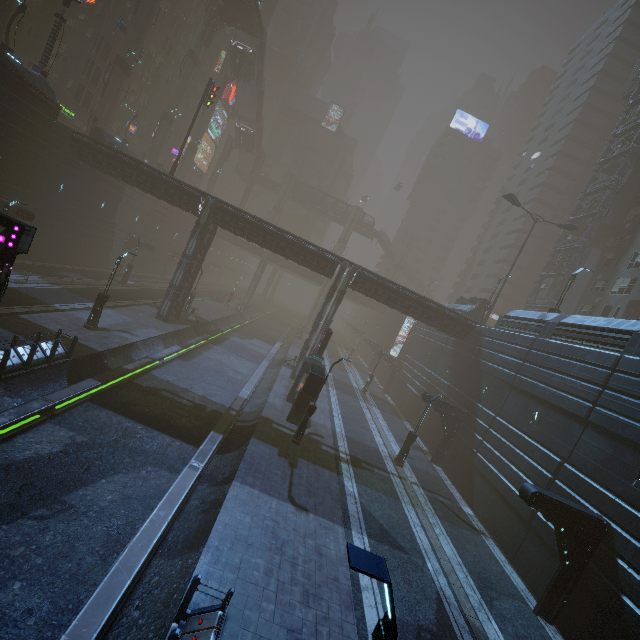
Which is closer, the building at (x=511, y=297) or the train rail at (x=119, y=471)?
the train rail at (x=119, y=471)

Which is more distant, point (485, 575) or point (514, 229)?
point (514, 229)

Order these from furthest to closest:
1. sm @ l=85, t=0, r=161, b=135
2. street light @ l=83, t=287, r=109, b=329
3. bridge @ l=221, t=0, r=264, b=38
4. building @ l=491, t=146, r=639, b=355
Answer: bridge @ l=221, t=0, r=264, b=38, sm @ l=85, t=0, r=161, b=135, street light @ l=83, t=287, r=109, b=329, building @ l=491, t=146, r=639, b=355

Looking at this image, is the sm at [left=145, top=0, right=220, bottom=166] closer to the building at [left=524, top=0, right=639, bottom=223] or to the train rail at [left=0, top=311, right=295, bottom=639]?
the building at [left=524, top=0, right=639, bottom=223]

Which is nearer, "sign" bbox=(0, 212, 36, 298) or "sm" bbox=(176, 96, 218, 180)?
"sign" bbox=(0, 212, 36, 298)

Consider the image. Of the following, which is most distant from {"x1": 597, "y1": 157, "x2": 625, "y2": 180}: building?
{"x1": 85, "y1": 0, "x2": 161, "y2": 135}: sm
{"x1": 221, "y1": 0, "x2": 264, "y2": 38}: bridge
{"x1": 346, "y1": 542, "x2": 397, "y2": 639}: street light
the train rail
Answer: {"x1": 221, "y1": 0, "x2": 264, "y2": 38}: bridge

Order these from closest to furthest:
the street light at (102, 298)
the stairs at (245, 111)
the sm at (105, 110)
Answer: the street light at (102, 298), the sm at (105, 110), the stairs at (245, 111)

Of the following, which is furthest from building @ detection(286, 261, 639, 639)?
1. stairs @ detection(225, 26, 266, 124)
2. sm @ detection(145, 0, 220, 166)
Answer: stairs @ detection(225, 26, 266, 124)
